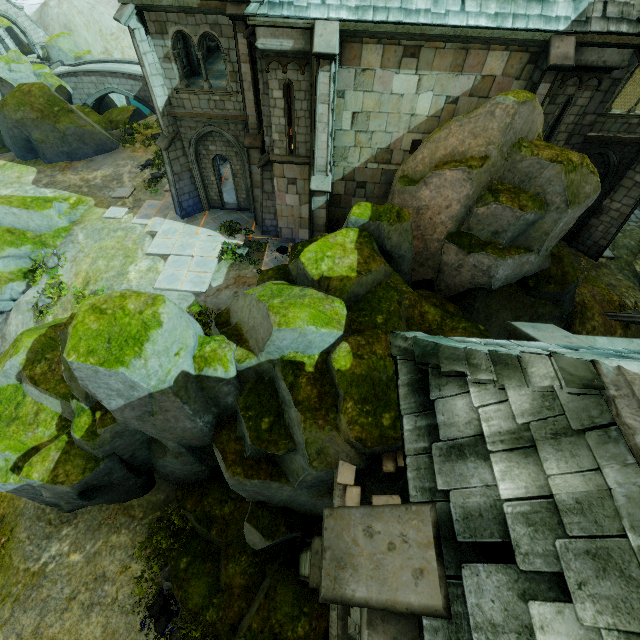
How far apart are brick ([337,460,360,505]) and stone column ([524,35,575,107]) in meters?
12.0 m

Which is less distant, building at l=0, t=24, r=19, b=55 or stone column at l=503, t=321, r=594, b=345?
stone column at l=503, t=321, r=594, b=345

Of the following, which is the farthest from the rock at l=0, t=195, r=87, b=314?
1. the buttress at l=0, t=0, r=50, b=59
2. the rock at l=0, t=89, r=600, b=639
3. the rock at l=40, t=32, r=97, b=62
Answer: the buttress at l=0, t=0, r=50, b=59

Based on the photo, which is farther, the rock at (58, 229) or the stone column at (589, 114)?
the rock at (58, 229)

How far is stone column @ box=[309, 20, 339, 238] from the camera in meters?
9.3

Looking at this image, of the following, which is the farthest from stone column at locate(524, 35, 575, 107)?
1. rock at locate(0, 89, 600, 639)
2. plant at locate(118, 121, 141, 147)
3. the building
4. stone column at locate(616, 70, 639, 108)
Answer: plant at locate(118, 121, 141, 147)

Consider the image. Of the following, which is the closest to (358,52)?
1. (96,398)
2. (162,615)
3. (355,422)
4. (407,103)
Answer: (407,103)

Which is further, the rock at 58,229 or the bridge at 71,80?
the bridge at 71,80
